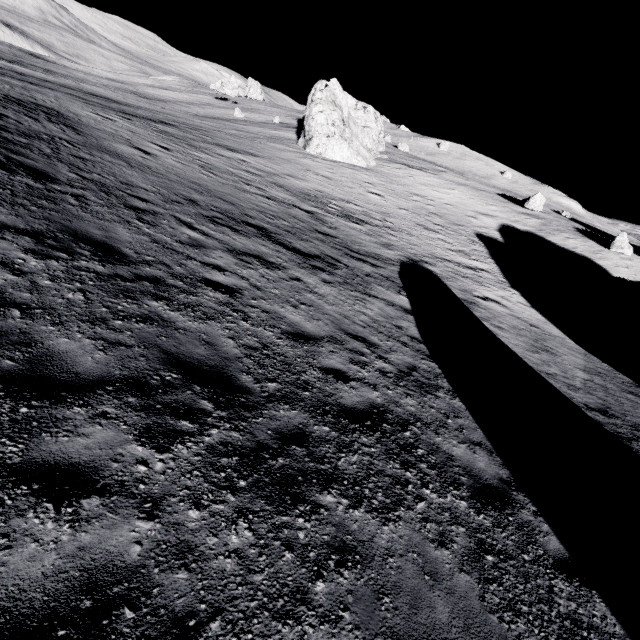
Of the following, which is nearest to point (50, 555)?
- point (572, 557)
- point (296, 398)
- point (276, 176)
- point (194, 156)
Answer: point (296, 398)

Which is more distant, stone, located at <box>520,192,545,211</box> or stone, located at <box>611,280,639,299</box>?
stone, located at <box>520,192,545,211</box>

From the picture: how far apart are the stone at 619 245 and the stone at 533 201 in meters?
7.3

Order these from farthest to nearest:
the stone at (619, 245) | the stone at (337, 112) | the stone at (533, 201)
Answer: the stone at (337, 112)
the stone at (533, 201)
the stone at (619, 245)

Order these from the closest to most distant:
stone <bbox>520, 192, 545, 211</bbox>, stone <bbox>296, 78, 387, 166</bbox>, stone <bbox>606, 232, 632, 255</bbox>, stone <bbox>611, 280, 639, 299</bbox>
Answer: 1. stone <bbox>611, 280, 639, 299</bbox>
2. stone <bbox>606, 232, 632, 255</bbox>
3. stone <bbox>520, 192, 545, 211</bbox>
4. stone <bbox>296, 78, 387, 166</bbox>

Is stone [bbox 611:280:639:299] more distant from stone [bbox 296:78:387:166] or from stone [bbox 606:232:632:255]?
stone [bbox 296:78:387:166]

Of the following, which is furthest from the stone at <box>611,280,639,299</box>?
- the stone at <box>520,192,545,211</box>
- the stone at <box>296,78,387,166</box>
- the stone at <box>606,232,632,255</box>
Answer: the stone at <box>296,78,387,166</box>

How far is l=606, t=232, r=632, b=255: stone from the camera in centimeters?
2805cm
